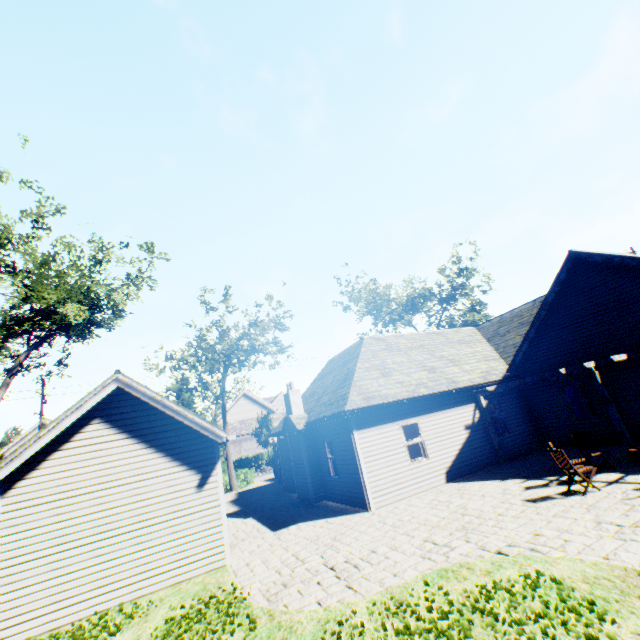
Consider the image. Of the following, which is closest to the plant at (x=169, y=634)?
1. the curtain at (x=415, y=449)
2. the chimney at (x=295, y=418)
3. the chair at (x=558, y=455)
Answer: the chair at (x=558, y=455)

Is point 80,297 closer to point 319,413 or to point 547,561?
point 319,413

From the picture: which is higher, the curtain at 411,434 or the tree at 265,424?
the tree at 265,424

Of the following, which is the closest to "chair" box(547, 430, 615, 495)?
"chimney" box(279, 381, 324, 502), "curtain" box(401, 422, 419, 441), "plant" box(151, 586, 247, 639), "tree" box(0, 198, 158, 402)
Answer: "curtain" box(401, 422, 419, 441)

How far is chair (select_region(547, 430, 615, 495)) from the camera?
8.4 meters

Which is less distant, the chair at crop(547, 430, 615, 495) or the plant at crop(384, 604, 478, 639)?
the plant at crop(384, 604, 478, 639)

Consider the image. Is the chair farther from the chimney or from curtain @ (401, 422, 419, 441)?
the chimney

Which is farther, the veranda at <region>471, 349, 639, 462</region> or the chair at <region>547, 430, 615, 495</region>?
the veranda at <region>471, 349, 639, 462</region>
